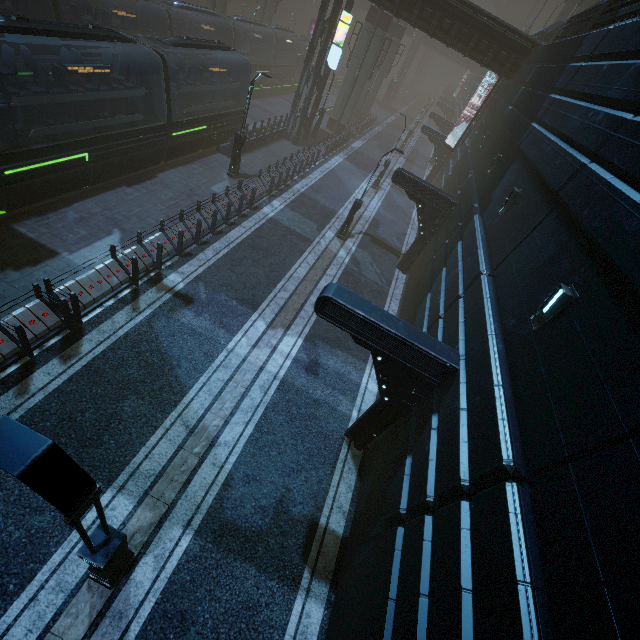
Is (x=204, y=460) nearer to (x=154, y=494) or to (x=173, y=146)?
(x=154, y=494)

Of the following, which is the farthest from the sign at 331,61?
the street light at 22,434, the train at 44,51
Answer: the street light at 22,434

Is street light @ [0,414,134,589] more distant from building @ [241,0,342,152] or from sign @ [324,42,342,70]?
sign @ [324,42,342,70]

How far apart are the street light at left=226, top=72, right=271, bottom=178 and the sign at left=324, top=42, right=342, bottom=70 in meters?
10.2 m

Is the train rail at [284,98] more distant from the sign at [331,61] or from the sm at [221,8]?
the sign at [331,61]

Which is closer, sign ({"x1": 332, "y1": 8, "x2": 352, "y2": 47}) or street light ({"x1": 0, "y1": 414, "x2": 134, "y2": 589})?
street light ({"x1": 0, "y1": 414, "x2": 134, "y2": 589})

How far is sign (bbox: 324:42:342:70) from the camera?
22.58m
